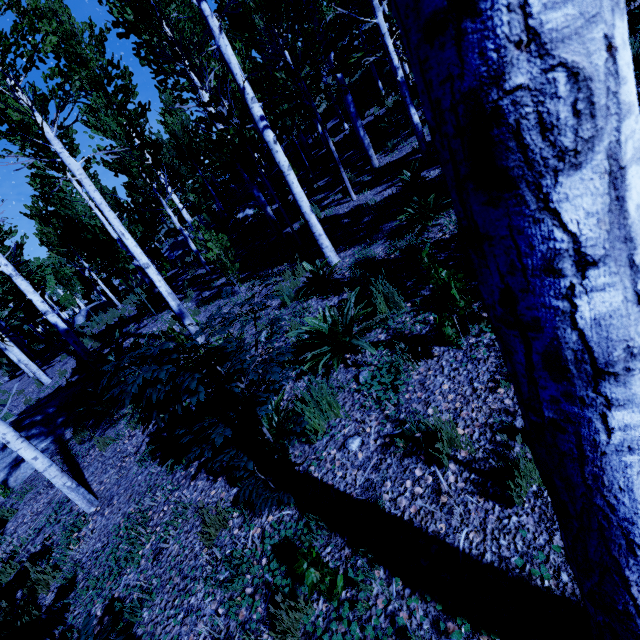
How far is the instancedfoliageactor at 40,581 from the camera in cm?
339

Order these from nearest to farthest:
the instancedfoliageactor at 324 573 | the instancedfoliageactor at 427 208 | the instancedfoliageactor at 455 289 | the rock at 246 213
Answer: the instancedfoliageactor at 324 573 < the instancedfoliageactor at 455 289 < the instancedfoliageactor at 427 208 < the rock at 246 213

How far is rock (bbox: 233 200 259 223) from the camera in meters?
17.7

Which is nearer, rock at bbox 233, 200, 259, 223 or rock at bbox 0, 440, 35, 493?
rock at bbox 0, 440, 35, 493

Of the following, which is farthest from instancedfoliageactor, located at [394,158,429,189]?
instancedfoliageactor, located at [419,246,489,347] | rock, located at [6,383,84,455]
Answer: instancedfoliageactor, located at [419,246,489,347]

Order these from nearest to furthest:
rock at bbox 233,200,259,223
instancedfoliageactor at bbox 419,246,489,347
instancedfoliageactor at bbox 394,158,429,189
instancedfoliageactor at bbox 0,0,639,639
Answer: instancedfoliageactor at bbox 0,0,639,639 < instancedfoliageactor at bbox 419,246,489,347 < instancedfoliageactor at bbox 394,158,429,189 < rock at bbox 233,200,259,223

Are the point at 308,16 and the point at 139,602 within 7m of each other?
no
